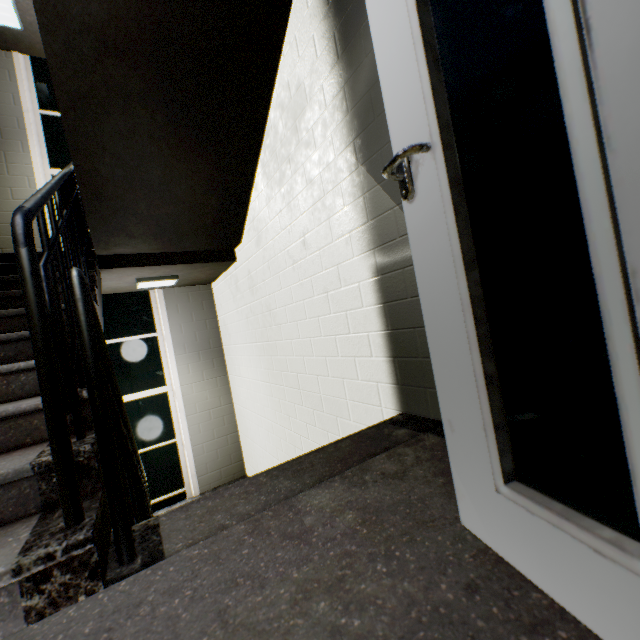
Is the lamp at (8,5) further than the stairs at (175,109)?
Yes

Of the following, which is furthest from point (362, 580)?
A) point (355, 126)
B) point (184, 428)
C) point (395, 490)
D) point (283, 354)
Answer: point (184, 428)

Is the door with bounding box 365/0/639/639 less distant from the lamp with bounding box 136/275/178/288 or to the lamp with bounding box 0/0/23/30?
the lamp with bounding box 136/275/178/288

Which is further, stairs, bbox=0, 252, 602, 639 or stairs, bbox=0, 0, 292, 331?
stairs, bbox=0, 0, 292, 331

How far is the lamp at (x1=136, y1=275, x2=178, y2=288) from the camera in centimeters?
417cm

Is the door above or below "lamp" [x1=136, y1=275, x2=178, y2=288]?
below

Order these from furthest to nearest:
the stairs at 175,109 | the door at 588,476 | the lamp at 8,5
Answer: the lamp at 8,5, the stairs at 175,109, the door at 588,476

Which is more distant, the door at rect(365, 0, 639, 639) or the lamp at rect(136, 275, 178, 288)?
the lamp at rect(136, 275, 178, 288)
